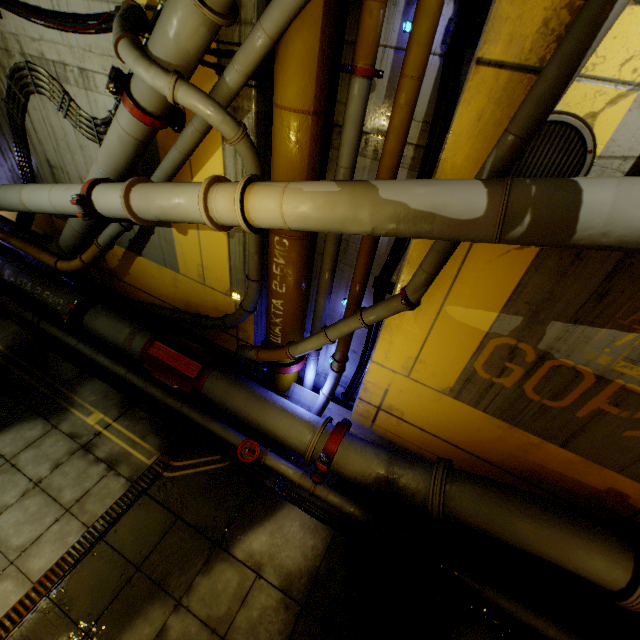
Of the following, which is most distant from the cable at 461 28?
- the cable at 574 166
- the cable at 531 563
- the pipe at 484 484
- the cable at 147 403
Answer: the cable at 147 403

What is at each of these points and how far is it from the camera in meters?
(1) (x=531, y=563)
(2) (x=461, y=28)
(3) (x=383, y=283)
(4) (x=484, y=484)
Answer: (1) cable, 5.1
(2) cable, 3.1
(3) cable, 5.0
(4) pipe, 4.6

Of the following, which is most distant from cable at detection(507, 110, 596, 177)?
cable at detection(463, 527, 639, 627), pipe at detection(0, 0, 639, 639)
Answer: cable at detection(463, 527, 639, 627)

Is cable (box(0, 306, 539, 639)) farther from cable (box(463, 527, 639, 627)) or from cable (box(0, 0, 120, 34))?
cable (box(0, 0, 120, 34))

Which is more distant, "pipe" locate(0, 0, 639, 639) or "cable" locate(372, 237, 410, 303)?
"cable" locate(372, 237, 410, 303)

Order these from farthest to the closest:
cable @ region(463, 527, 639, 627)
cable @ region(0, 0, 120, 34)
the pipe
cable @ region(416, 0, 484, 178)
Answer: cable @ region(463, 527, 639, 627) < cable @ region(0, 0, 120, 34) < cable @ region(416, 0, 484, 178) < the pipe

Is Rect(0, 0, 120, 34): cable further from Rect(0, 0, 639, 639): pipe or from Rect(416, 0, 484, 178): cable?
Rect(416, 0, 484, 178): cable

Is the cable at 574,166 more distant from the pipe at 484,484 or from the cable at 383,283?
the cable at 383,283
